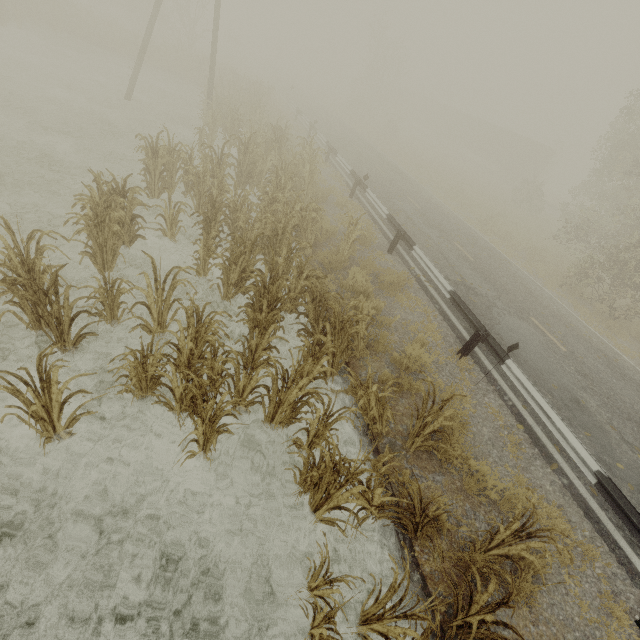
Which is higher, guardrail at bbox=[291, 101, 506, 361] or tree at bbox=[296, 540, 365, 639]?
guardrail at bbox=[291, 101, 506, 361]

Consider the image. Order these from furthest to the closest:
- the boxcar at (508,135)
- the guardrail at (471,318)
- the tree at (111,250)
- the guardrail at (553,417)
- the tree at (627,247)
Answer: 1. the boxcar at (508,135)
2. the tree at (627,247)
3. the guardrail at (471,318)
4. the guardrail at (553,417)
5. the tree at (111,250)

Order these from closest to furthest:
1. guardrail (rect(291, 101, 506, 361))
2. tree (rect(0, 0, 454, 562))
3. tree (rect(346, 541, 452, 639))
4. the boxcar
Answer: tree (rect(346, 541, 452, 639)), tree (rect(0, 0, 454, 562)), guardrail (rect(291, 101, 506, 361)), the boxcar

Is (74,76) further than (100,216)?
Yes

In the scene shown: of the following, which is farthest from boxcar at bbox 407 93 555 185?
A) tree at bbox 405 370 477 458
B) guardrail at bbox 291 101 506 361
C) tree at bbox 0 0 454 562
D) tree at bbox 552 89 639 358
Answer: tree at bbox 405 370 477 458

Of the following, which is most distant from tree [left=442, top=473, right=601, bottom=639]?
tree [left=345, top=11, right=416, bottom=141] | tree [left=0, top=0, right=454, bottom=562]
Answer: tree [left=345, top=11, right=416, bottom=141]

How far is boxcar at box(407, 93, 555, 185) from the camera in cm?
3806

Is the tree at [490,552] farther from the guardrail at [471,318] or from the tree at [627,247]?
the tree at [627,247]
